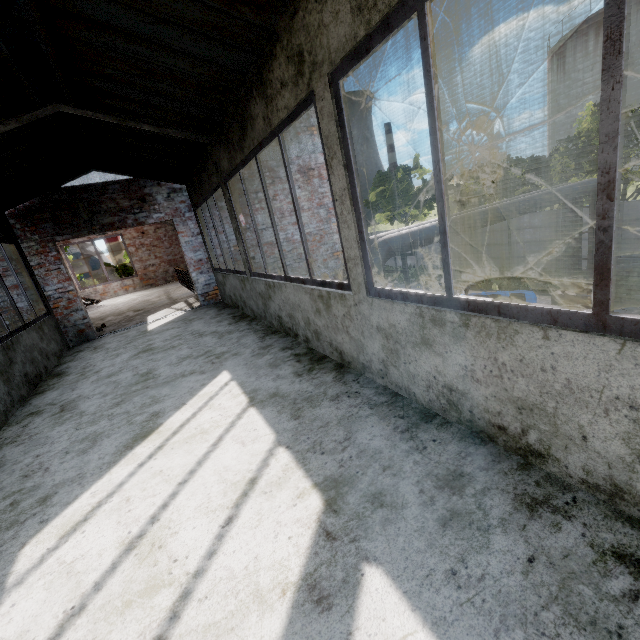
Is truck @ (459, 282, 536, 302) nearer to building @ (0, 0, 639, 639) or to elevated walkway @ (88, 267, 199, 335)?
building @ (0, 0, 639, 639)

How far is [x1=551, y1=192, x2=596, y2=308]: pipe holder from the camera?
13.05m

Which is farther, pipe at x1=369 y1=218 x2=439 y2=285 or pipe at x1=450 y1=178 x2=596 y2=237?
pipe at x1=450 y1=178 x2=596 y2=237

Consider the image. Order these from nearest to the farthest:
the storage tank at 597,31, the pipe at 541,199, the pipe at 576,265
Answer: the pipe at 541,199 → the pipe at 576,265 → the storage tank at 597,31

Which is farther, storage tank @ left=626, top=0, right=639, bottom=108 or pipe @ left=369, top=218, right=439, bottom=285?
storage tank @ left=626, top=0, right=639, bottom=108

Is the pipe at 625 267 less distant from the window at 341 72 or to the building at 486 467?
the building at 486 467

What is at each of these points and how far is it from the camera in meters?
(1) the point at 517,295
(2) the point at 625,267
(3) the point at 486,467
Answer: (1) truck, 8.6
(2) pipe, 14.4
(3) building, 1.8

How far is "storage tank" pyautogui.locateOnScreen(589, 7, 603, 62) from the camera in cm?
5822
